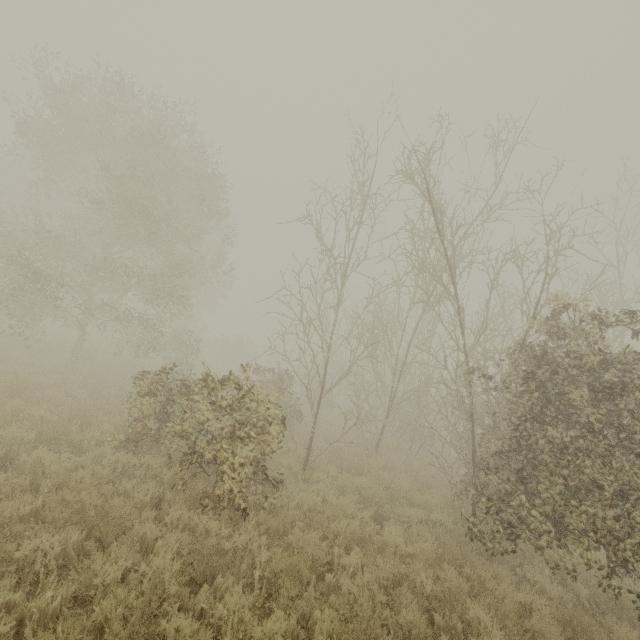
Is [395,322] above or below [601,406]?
above
